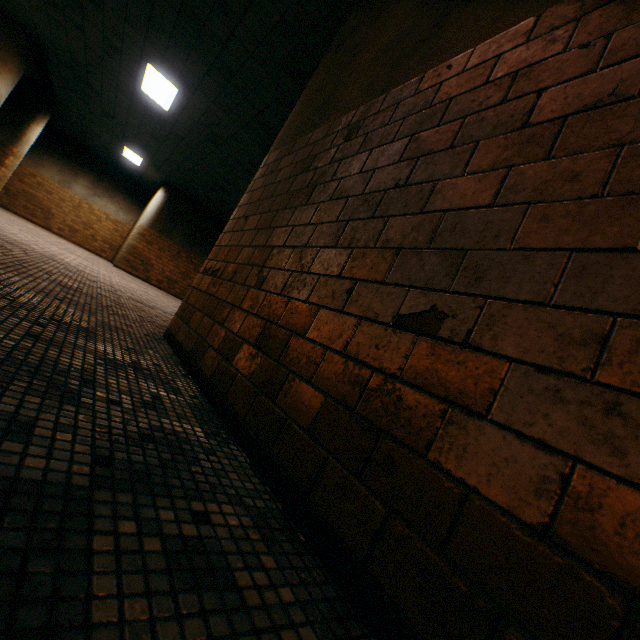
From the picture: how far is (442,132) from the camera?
1.3 meters

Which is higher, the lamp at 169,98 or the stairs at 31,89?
the lamp at 169,98

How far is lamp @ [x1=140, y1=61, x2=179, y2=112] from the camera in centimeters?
637cm

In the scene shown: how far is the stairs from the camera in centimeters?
855cm

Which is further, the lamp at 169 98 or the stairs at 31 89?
the stairs at 31 89

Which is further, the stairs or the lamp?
the stairs

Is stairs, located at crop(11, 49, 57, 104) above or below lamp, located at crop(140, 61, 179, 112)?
below
